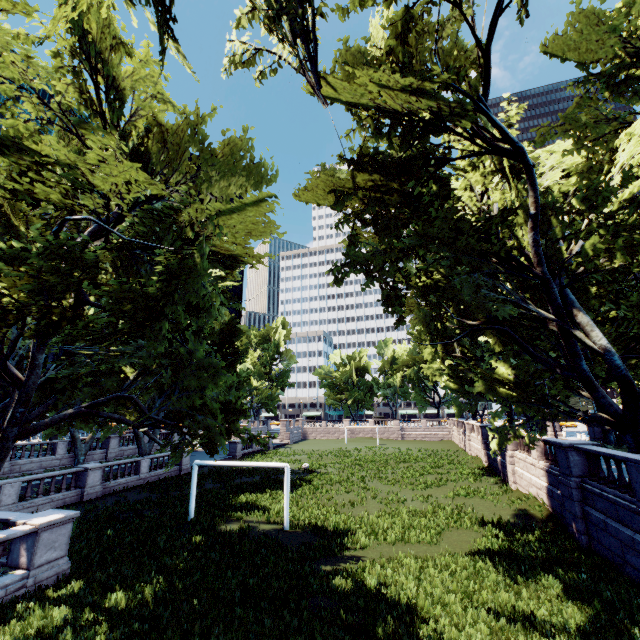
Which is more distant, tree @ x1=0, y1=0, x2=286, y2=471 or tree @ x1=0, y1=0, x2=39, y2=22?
tree @ x1=0, y1=0, x2=286, y2=471

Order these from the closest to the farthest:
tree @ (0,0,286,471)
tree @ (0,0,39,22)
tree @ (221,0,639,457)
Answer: tree @ (0,0,39,22)
tree @ (0,0,286,471)
tree @ (221,0,639,457)

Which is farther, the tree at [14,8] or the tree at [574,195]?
the tree at [574,195]

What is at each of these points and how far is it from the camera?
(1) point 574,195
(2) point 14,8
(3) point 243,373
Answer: (1) tree, 16.59m
(2) tree, 6.89m
(3) tree, 56.59m

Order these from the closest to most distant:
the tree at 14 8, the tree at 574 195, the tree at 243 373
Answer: the tree at 14 8
the tree at 243 373
the tree at 574 195
